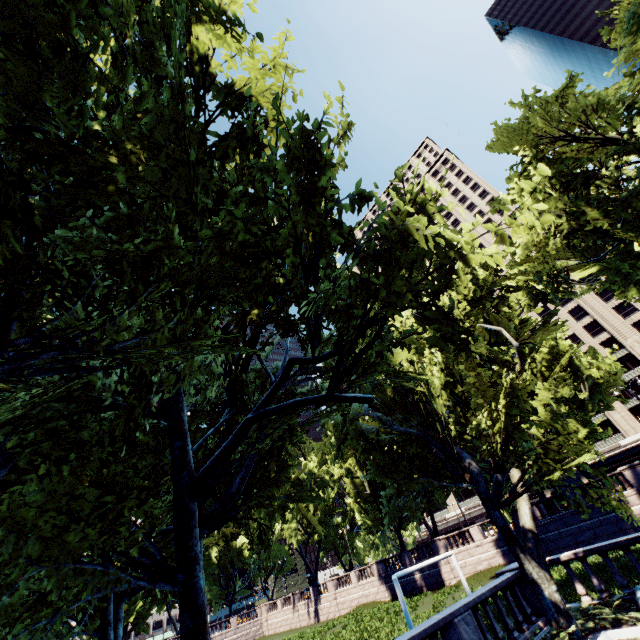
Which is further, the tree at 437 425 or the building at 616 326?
the building at 616 326

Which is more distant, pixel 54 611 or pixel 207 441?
pixel 207 441

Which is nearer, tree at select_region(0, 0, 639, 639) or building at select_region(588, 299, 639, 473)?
tree at select_region(0, 0, 639, 639)
